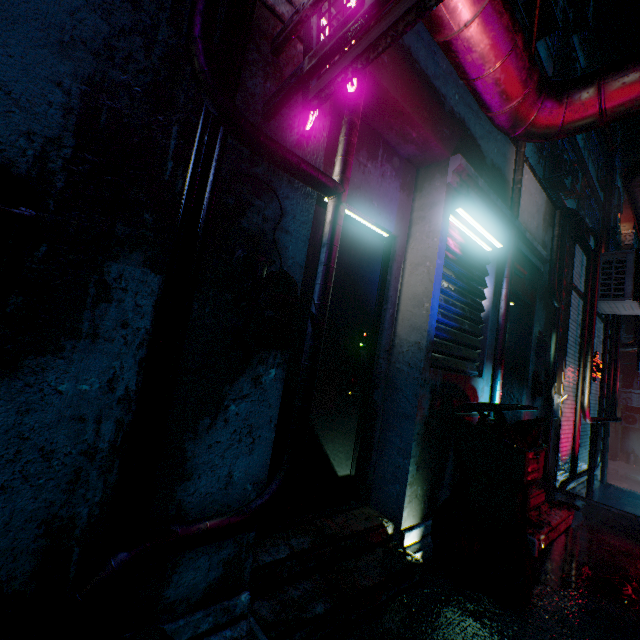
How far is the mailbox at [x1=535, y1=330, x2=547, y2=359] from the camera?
4.0 meters

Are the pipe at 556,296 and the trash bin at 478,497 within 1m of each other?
no

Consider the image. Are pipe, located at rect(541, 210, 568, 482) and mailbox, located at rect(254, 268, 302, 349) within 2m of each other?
no

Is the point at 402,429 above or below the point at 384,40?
below

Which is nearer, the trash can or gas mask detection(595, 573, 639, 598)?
gas mask detection(595, 573, 639, 598)

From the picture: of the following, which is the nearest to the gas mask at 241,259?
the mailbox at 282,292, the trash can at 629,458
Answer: the mailbox at 282,292

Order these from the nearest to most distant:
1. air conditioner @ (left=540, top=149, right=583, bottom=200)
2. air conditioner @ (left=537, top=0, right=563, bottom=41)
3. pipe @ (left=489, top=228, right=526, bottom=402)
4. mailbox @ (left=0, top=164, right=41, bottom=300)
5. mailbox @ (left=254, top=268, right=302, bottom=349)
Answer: mailbox @ (left=0, top=164, right=41, bottom=300) → mailbox @ (left=254, top=268, right=302, bottom=349) → pipe @ (left=489, top=228, right=526, bottom=402) → air conditioner @ (left=537, top=0, right=563, bottom=41) → air conditioner @ (left=540, top=149, right=583, bottom=200)

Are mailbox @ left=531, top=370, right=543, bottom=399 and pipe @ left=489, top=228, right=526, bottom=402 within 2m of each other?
yes
